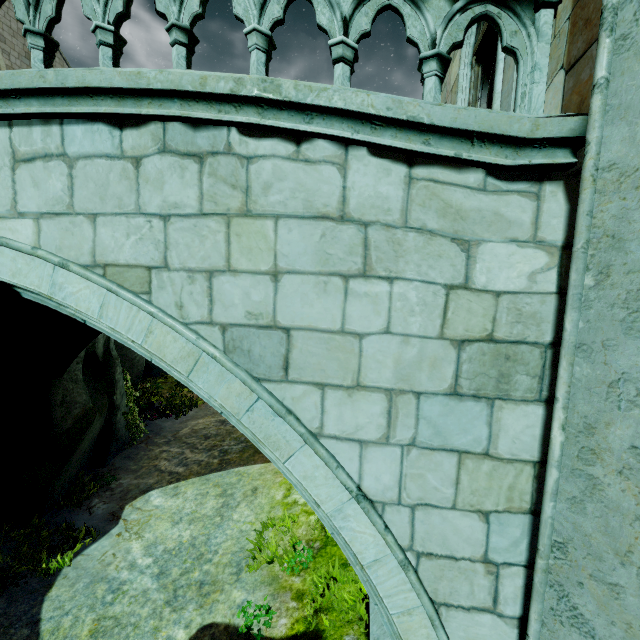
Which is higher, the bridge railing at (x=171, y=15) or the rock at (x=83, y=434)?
the bridge railing at (x=171, y=15)

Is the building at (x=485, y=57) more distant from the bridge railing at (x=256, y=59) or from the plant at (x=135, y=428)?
the plant at (x=135, y=428)

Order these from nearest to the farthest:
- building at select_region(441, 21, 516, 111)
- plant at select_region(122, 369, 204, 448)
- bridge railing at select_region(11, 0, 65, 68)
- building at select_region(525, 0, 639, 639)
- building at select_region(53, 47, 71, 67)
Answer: building at select_region(525, 0, 639, 639) < bridge railing at select_region(11, 0, 65, 68) < building at select_region(441, 21, 516, 111) < plant at select_region(122, 369, 204, 448) < building at select_region(53, 47, 71, 67)

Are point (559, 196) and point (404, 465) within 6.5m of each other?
yes

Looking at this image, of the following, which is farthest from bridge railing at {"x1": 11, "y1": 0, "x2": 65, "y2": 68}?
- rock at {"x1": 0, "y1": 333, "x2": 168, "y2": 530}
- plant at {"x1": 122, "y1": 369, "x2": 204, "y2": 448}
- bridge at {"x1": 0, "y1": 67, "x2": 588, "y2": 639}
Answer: plant at {"x1": 122, "y1": 369, "x2": 204, "y2": 448}

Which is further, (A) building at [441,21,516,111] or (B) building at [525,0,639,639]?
(A) building at [441,21,516,111]

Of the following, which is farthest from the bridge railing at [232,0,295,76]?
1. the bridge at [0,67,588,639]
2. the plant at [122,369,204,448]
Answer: the plant at [122,369,204,448]

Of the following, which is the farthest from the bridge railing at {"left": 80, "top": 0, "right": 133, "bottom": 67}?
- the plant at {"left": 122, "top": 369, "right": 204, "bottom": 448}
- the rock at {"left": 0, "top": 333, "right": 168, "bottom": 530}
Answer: the plant at {"left": 122, "top": 369, "right": 204, "bottom": 448}
